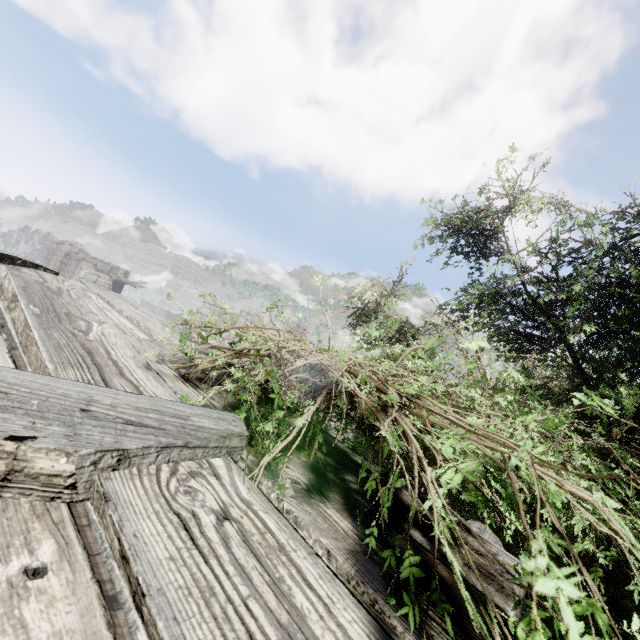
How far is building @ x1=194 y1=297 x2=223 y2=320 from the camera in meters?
25.7

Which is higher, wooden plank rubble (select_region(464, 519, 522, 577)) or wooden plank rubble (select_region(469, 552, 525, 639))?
wooden plank rubble (select_region(464, 519, 522, 577))

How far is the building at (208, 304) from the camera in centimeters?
2572cm

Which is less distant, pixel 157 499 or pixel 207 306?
pixel 157 499

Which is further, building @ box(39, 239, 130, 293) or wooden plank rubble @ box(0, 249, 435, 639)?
building @ box(39, 239, 130, 293)

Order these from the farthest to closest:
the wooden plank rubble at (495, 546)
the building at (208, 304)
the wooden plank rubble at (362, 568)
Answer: the building at (208, 304)
the wooden plank rubble at (495, 546)
the wooden plank rubble at (362, 568)

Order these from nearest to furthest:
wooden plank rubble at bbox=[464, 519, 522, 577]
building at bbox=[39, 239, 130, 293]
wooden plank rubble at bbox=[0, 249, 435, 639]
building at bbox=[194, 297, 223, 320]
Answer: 1. wooden plank rubble at bbox=[0, 249, 435, 639]
2. wooden plank rubble at bbox=[464, 519, 522, 577]
3. building at bbox=[39, 239, 130, 293]
4. building at bbox=[194, 297, 223, 320]

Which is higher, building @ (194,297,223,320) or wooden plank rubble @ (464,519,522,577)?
building @ (194,297,223,320)
